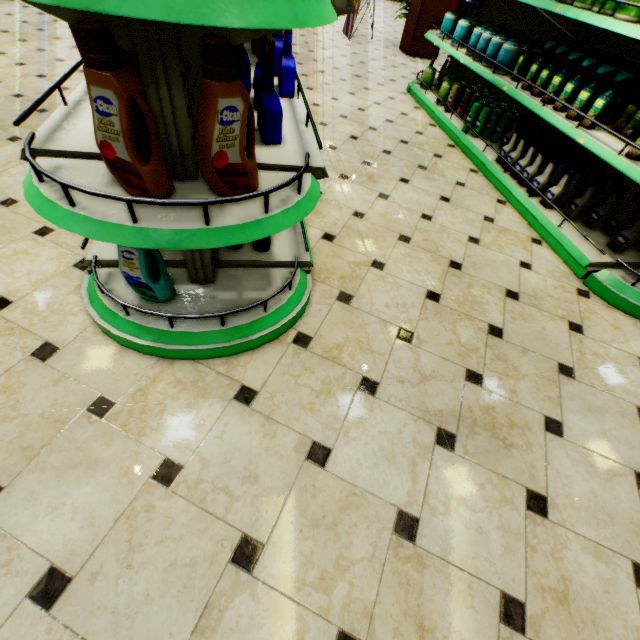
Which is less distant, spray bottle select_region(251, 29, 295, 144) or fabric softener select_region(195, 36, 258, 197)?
fabric softener select_region(195, 36, 258, 197)

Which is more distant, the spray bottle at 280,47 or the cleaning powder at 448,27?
the cleaning powder at 448,27

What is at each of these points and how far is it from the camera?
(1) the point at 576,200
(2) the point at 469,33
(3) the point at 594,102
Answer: (1) spray bottle, 2.7m
(2) cleaning powder, 4.2m
(3) spray bottle, 2.6m

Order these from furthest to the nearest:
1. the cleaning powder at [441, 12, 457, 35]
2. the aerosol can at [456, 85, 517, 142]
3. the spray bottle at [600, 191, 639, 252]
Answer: the cleaning powder at [441, 12, 457, 35] → the aerosol can at [456, 85, 517, 142] → the spray bottle at [600, 191, 639, 252]

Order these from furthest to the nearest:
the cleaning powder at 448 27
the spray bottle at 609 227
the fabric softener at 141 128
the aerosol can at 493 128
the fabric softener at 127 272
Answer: the cleaning powder at 448 27
the aerosol can at 493 128
the spray bottle at 609 227
the fabric softener at 127 272
the fabric softener at 141 128

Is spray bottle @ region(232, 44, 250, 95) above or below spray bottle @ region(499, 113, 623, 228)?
above

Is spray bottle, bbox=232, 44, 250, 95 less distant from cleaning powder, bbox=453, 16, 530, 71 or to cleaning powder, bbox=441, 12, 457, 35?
cleaning powder, bbox=453, 16, 530, 71

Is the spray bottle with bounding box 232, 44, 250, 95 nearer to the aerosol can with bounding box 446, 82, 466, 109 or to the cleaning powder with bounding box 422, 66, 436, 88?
the aerosol can with bounding box 446, 82, 466, 109
